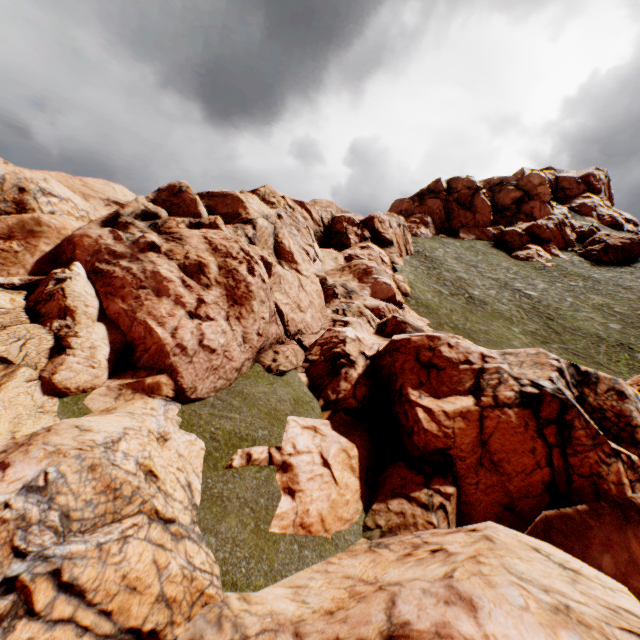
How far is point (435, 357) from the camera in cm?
1255
